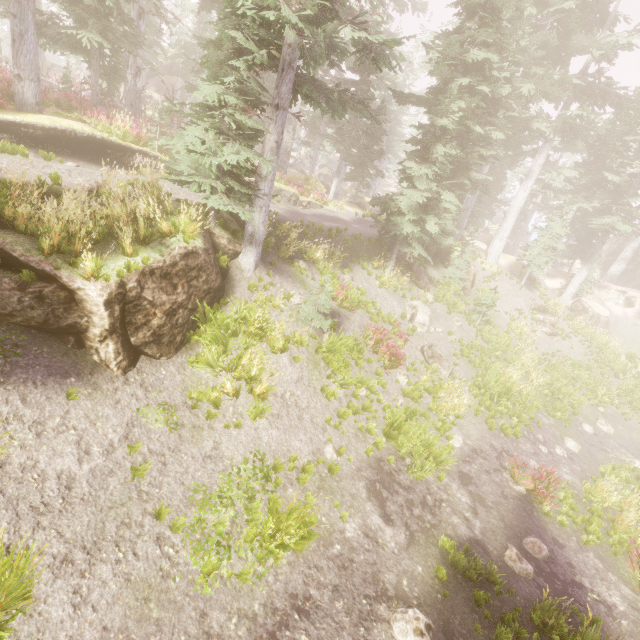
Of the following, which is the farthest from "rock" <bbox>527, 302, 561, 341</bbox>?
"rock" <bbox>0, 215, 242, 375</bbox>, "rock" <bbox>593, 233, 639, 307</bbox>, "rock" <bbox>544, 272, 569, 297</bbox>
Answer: "rock" <bbox>0, 215, 242, 375</bbox>

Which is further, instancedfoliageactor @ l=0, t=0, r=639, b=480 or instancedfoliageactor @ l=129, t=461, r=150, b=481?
instancedfoliageactor @ l=0, t=0, r=639, b=480

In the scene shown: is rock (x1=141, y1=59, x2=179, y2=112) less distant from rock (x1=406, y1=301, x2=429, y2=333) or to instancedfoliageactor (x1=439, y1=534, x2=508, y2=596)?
instancedfoliageactor (x1=439, y1=534, x2=508, y2=596)

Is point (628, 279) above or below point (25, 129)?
above

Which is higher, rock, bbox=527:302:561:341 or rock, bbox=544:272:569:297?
rock, bbox=544:272:569:297

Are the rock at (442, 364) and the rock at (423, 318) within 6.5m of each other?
yes

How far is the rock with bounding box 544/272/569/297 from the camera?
29.1 meters

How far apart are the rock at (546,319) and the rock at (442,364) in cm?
1332
